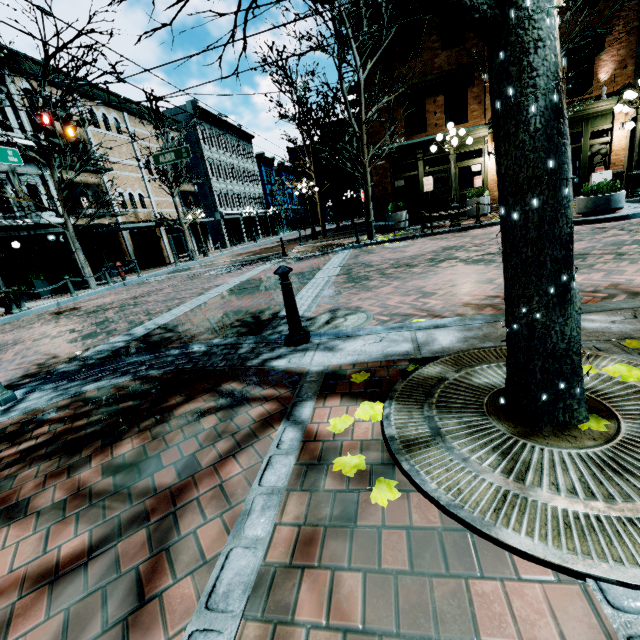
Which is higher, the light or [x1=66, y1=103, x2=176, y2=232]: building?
[x1=66, y1=103, x2=176, y2=232]: building

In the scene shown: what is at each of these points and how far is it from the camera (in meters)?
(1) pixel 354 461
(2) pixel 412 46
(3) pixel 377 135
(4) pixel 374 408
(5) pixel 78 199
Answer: (1) leaves, 1.75
(2) building, 14.30
(3) building, 15.35
(4) leaves, 2.18
(5) building, 19.00

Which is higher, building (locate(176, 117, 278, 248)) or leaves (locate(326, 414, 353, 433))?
building (locate(176, 117, 278, 248))

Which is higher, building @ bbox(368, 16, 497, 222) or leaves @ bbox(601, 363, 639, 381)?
building @ bbox(368, 16, 497, 222)

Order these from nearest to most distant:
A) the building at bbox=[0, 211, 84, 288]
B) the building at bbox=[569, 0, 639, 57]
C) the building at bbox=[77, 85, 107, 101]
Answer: the building at bbox=[569, 0, 639, 57], the building at bbox=[0, 211, 84, 288], the building at bbox=[77, 85, 107, 101]

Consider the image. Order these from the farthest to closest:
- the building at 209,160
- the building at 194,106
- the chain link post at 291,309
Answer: the building at 209,160, the building at 194,106, the chain link post at 291,309

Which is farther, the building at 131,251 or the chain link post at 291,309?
the building at 131,251

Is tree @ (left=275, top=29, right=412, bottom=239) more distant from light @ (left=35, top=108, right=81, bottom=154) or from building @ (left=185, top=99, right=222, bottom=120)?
building @ (left=185, top=99, right=222, bottom=120)
